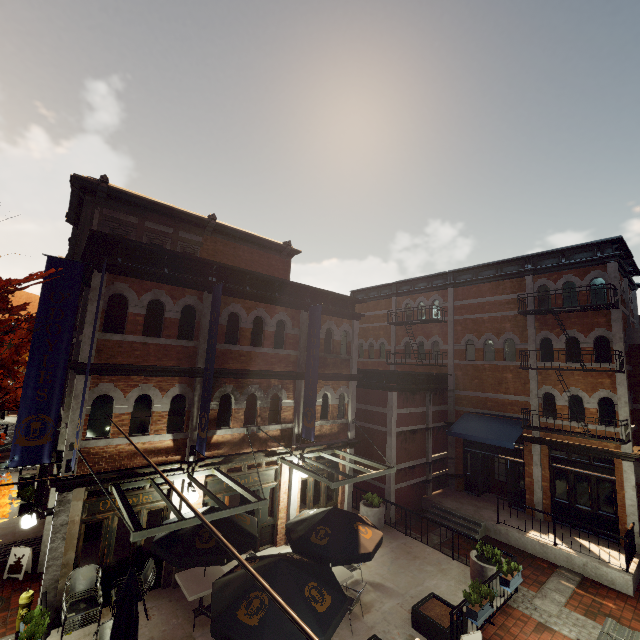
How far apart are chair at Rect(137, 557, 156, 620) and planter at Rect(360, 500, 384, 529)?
8.05m

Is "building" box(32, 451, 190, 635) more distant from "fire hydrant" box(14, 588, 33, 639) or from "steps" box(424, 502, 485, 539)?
"steps" box(424, 502, 485, 539)

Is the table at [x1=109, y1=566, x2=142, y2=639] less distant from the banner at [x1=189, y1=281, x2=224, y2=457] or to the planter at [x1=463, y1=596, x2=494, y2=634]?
the banner at [x1=189, y1=281, x2=224, y2=457]

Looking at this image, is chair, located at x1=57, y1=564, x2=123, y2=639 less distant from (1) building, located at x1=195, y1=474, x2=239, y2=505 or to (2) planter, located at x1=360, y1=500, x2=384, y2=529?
(1) building, located at x1=195, y1=474, x2=239, y2=505

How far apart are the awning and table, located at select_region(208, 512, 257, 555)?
1.12m

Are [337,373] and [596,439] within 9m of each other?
no

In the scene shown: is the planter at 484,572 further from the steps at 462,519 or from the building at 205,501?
the building at 205,501

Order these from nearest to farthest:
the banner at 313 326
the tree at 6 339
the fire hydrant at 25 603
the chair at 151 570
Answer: the tree at 6 339 → the fire hydrant at 25 603 → the chair at 151 570 → the banner at 313 326
